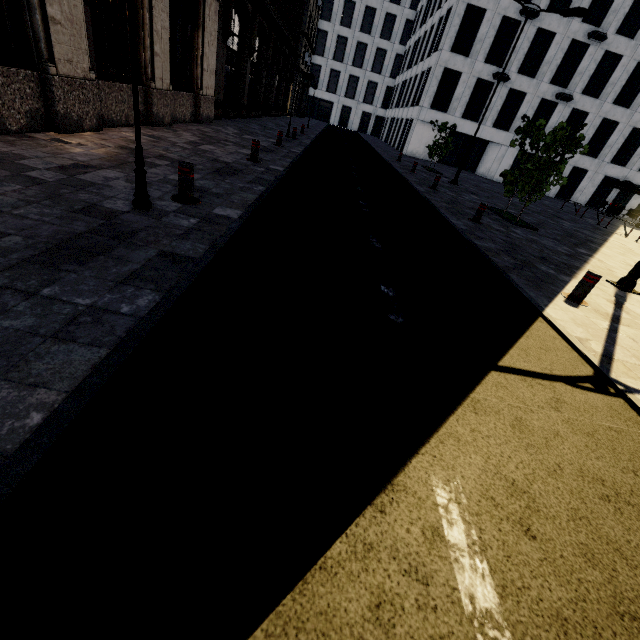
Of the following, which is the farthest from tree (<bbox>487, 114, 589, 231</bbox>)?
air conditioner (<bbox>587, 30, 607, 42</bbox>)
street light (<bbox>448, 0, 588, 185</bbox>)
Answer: air conditioner (<bbox>587, 30, 607, 42</bbox>)

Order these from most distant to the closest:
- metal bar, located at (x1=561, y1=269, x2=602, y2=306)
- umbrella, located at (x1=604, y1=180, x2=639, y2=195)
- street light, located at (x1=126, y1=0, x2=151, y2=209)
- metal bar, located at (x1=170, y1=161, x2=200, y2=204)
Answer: umbrella, located at (x1=604, y1=180, x2=639, y2=195)
metal bar, located at (x1=561, y1=269, x2=602, y2=306)
metal bar, located at (x1=170, y1=161, x2=200, y2=204)
street light, located at (x1=126, y1=0, x2=151, y2=209)

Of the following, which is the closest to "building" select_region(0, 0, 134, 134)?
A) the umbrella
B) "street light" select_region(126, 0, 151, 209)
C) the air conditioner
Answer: "street light" select_region(126, 0, 151, 209)

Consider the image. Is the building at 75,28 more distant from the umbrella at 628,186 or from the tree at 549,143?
the umbrella at 628,186

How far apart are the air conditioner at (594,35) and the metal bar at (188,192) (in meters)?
36.02

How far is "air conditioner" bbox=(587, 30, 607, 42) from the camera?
24.53m

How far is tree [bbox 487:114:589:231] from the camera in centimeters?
984cm

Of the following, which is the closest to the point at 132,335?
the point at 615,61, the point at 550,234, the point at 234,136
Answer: the point at 234,136
